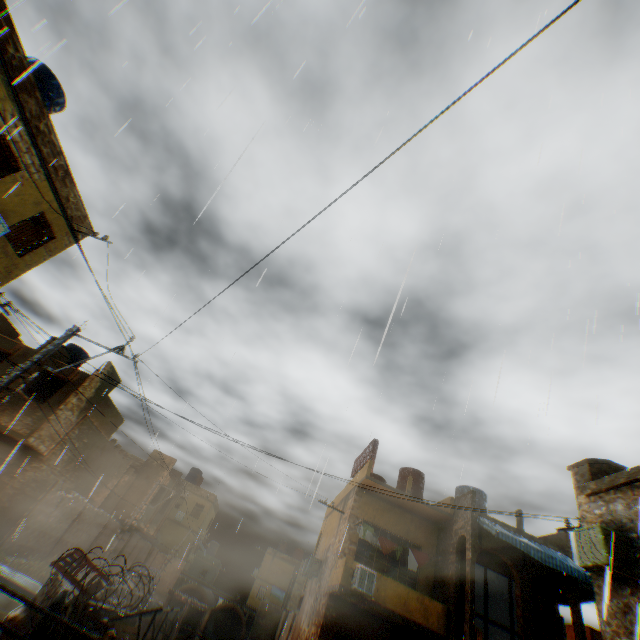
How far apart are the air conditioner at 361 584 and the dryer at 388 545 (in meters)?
1.42

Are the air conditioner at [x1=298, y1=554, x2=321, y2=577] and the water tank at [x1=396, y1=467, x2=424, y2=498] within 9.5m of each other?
yes

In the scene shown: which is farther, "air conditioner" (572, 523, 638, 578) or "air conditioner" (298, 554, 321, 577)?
"air conditioner" (298, 554, 321, 577)

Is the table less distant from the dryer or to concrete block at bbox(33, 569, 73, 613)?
concrete block at bbox(33, 569, 73, 613)

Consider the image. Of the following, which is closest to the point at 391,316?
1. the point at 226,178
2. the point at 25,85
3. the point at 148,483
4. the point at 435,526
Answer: the point at 226,178

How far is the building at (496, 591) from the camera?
16.9m

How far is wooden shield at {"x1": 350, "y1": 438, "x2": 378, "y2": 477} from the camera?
17.9 meters

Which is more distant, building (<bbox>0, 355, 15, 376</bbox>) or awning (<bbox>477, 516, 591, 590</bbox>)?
building (<bbox>0, 355, 15, 376</bbox>)
